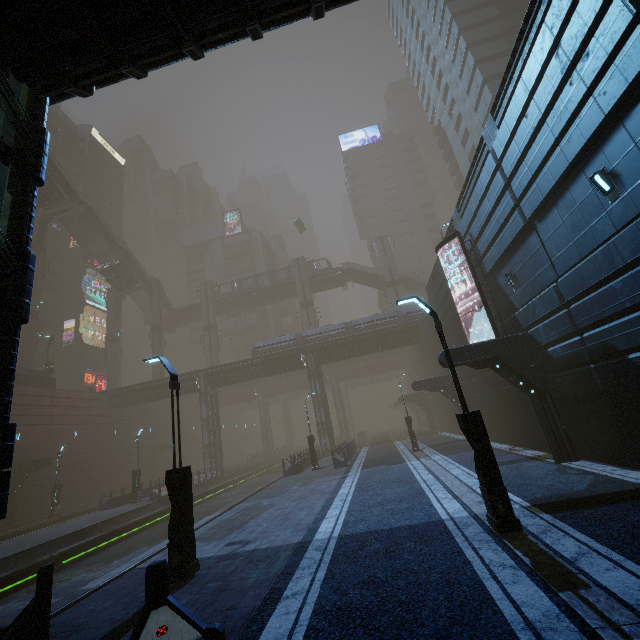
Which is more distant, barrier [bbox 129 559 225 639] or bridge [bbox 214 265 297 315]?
bridge [bbox 214 265 297 315]

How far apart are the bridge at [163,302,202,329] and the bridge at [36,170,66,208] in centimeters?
2200cm

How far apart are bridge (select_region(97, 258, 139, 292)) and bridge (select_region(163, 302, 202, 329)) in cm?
778

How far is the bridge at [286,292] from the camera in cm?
5494

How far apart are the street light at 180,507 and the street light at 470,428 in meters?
6.7 m

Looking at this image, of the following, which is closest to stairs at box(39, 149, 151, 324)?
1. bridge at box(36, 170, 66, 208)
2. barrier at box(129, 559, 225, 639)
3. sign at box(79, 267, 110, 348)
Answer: bridge at box(36, 170, 66, 208)

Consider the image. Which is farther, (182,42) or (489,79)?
(489,79)

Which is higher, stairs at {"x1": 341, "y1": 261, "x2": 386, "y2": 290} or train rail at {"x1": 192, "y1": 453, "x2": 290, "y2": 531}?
stairs at {"x1": 341, "y1": 261, "x2": 386, "y2": 290}
